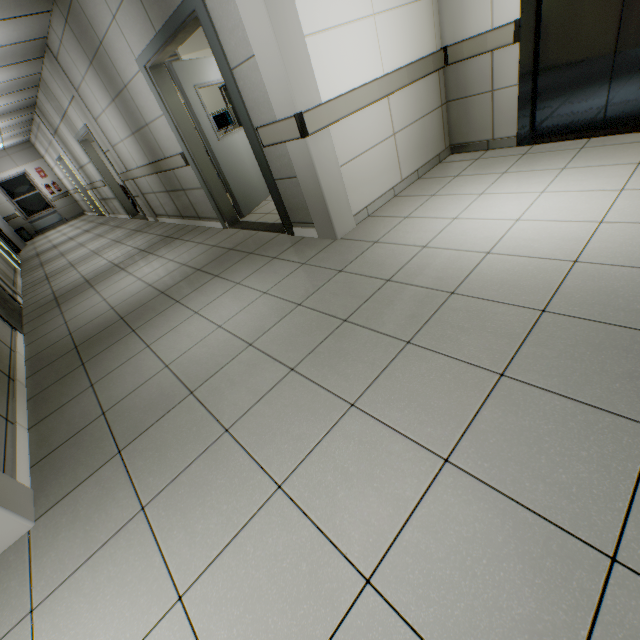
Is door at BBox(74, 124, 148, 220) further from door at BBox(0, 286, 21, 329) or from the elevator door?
the elevator door

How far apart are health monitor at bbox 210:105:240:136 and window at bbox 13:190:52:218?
13.0 meters

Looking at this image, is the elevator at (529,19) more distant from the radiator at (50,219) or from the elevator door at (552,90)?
the radiator at (50,219)

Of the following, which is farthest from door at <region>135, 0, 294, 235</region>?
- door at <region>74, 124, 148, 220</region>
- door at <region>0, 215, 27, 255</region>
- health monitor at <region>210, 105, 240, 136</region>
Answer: door at <region>0, 215, 27, 255</region>

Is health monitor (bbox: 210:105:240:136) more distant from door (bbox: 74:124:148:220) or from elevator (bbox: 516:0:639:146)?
elevator (bbox: 516:0:639:146)

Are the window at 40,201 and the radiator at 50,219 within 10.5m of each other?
yes

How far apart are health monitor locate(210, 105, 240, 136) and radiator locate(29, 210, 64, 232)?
12.8m

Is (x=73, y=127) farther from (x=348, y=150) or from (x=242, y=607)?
(x=242, y=607)
